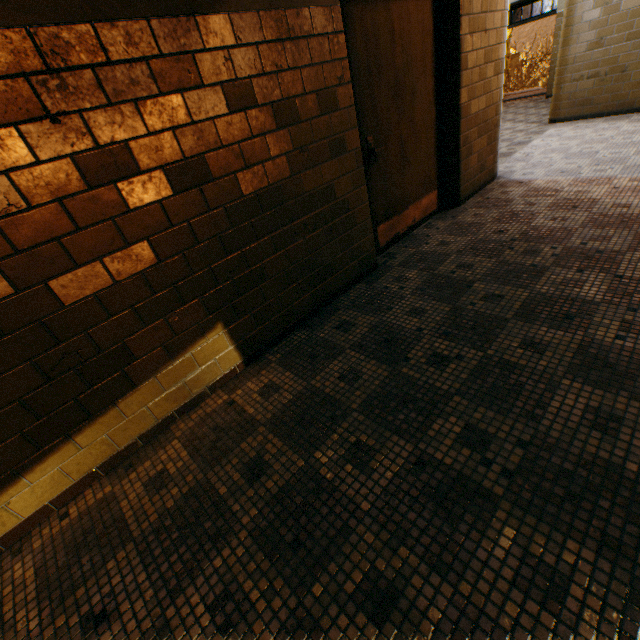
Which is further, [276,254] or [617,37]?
[617,37]
